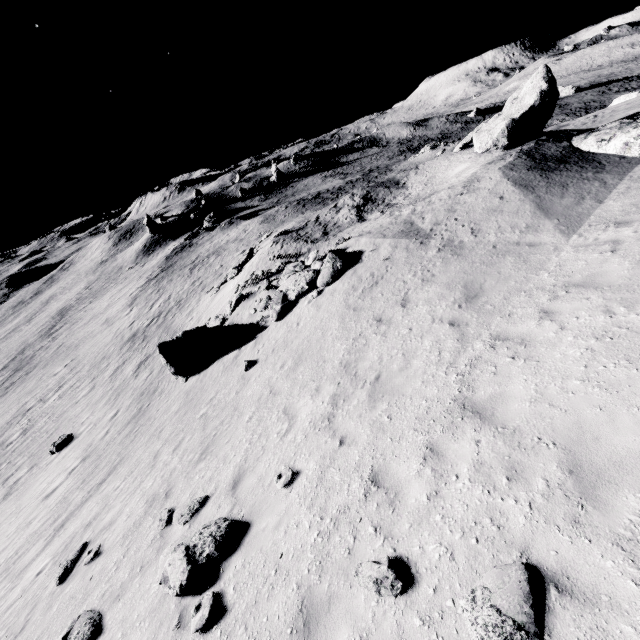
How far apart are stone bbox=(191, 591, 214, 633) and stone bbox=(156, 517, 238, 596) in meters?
0.4 m

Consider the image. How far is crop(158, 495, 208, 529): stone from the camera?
7.9m

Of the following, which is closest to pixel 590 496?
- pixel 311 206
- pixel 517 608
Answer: pixel 517 608

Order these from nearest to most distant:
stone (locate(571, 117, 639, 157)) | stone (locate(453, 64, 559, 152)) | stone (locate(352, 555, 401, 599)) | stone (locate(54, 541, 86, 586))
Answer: stone (locate(352, 555, 401, 599)) < stone (locate(54, 541, 86, 586)) < stone (locate(571, 117, 639, 157)) < stone (locate(453, 64, 559, 152))

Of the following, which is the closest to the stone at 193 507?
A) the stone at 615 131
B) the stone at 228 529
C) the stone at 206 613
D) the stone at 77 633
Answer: the stone at 228 529

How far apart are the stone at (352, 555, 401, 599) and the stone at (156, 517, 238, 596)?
3.1 meters

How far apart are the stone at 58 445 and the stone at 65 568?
12.24m

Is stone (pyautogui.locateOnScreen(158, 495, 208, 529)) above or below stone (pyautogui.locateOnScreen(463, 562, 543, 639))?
below
